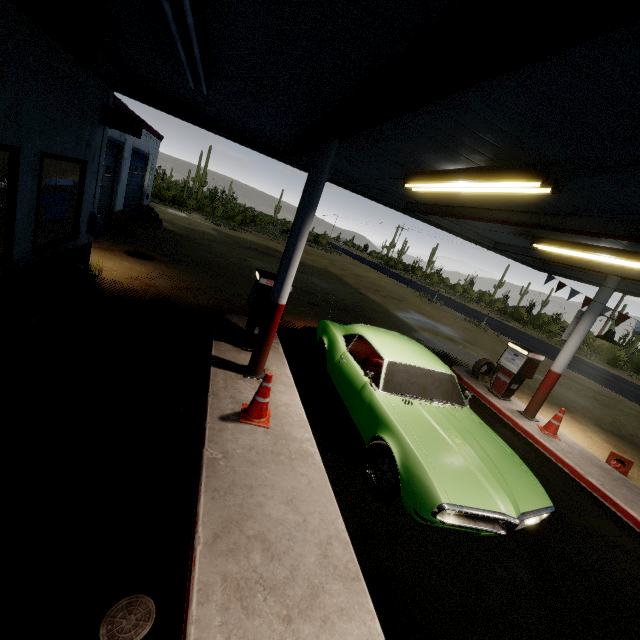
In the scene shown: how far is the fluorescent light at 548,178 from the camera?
3.4 meters

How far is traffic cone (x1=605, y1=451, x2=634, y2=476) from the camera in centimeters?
725cm

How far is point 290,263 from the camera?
4.9m

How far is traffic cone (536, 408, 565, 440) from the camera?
7.6m

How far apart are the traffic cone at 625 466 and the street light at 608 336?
2.5m

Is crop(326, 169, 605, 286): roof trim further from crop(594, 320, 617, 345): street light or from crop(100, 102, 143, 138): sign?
crop(594, 320, 617, 345): street light

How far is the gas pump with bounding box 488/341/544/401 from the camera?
8.5m

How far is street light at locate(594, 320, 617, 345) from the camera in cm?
785
